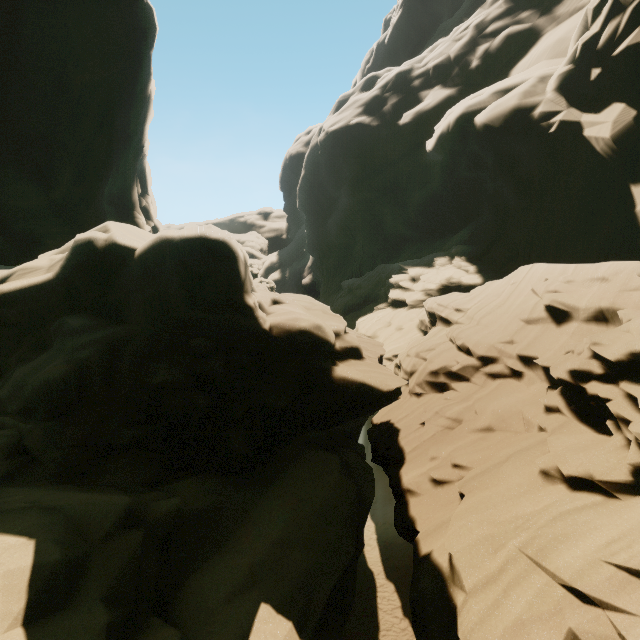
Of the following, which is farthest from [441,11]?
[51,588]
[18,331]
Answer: [51,588]
